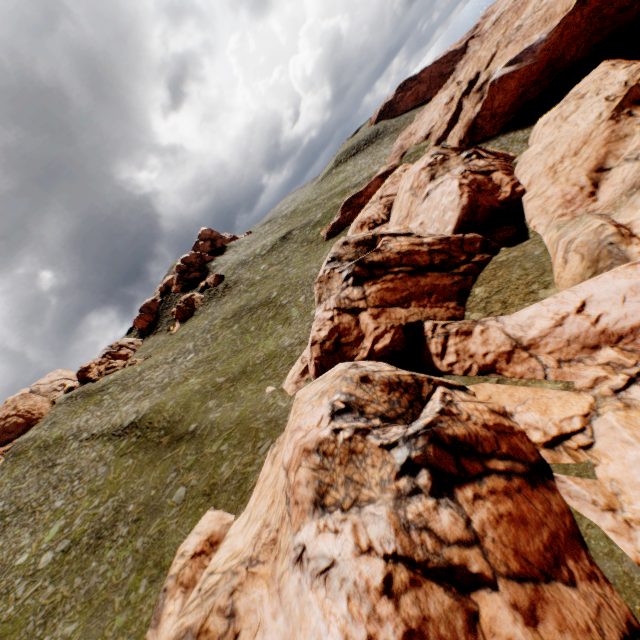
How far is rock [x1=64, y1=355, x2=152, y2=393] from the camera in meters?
54.0 m

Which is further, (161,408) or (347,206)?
(347,206)

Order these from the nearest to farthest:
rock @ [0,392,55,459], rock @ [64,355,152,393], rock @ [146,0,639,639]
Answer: rock @ [146,0,639,639] < rock @ [0,392,55,459] < rock @ [64,355,152,393]

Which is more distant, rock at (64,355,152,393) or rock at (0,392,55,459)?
rock at (64,355,152,393)

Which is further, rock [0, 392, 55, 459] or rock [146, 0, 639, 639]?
rock [0, 392, 55, 459]

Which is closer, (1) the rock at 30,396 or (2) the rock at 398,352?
(2) the rock at 398,352

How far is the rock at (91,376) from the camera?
54.0 meters
